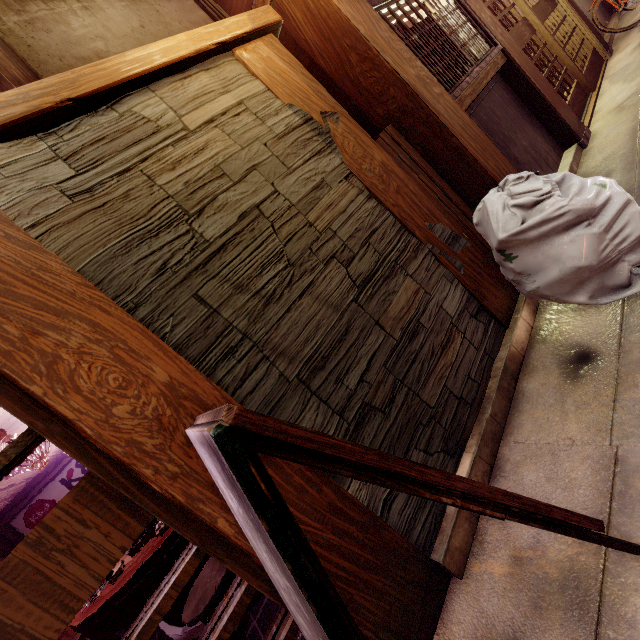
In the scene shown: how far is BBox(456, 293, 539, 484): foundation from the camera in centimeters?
336cm

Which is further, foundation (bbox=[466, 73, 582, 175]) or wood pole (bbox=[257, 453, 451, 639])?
foundation (bbox=[466, 73, 582, 175])

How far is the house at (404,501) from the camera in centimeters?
284cm

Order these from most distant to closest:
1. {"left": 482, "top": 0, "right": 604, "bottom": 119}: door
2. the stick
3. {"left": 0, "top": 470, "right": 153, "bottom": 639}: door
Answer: {"left": 482, "top": 0, "right": 604, "bottom": 119}: door < the stick < {"left": 0, "top": 470, "right": 153, "bottom": 639}: door

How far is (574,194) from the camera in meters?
3.4

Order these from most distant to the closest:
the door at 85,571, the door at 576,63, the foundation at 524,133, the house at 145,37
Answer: the door at 576,63 < the foundation at 524,133 < the house at 145,37 < the door at 85,571

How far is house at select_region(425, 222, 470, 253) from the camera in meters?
4.3

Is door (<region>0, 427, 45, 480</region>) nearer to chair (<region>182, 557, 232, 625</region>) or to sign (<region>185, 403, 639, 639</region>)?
sign (<region>185, 403, 639, 639</region>)
